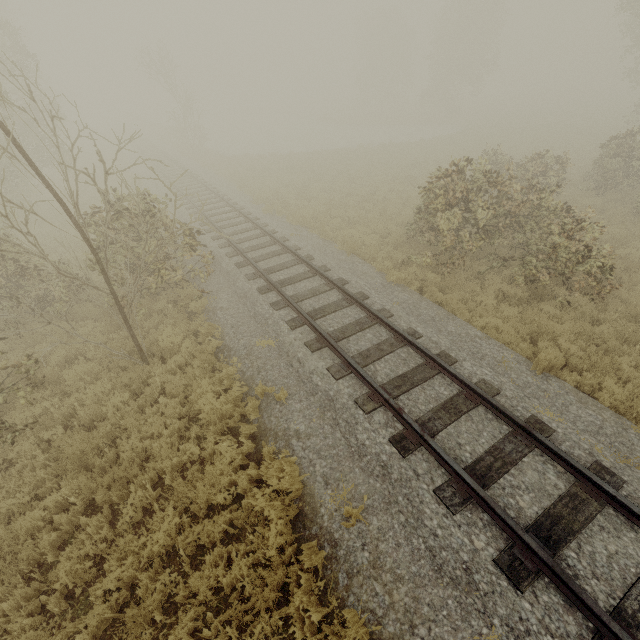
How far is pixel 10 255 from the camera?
9.2m

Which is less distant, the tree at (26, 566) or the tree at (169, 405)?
the tree at (26, 566)

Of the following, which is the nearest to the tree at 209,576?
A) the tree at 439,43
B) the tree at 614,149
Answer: the tree at 614,149

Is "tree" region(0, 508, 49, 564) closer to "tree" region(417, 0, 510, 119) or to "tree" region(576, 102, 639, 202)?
"tree" region(576, 102, 639, 202)

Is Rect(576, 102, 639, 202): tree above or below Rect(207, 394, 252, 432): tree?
above

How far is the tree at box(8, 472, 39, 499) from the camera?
5.56m
